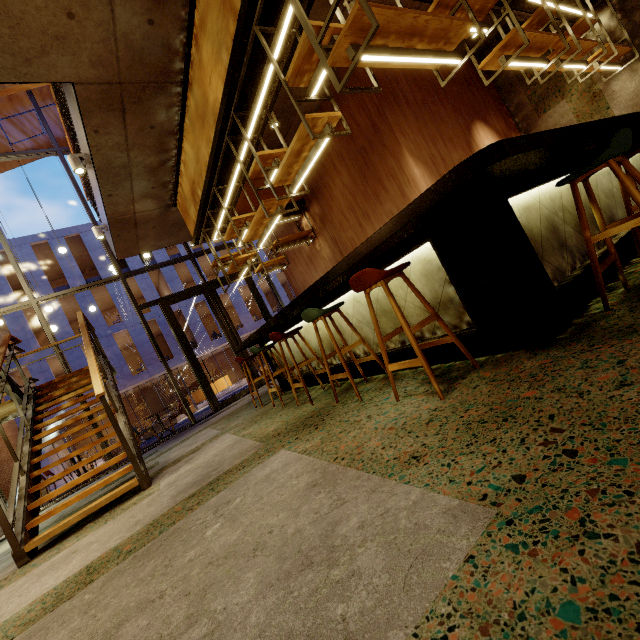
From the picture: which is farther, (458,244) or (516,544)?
(458,244)

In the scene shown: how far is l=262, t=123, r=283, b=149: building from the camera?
6.2 meters

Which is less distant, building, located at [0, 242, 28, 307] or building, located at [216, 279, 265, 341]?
building, located at [0, 242, 28, 307]

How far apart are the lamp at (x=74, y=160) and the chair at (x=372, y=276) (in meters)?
4.38

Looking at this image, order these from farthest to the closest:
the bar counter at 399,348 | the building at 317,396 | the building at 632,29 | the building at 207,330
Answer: the building at 207,330
the building at 632,29
the bar counter at 399,348
the building at 317,396

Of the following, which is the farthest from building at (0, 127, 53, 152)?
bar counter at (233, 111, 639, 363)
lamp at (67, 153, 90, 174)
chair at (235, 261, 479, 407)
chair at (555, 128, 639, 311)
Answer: chair at (555, 128, 639, 311)

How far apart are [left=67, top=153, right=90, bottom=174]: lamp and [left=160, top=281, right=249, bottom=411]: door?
4.68m

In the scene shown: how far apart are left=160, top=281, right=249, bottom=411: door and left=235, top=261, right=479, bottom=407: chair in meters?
6.8
